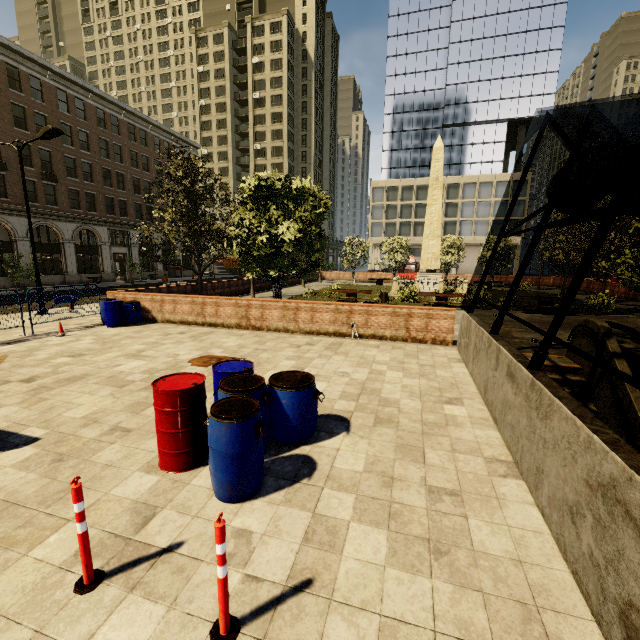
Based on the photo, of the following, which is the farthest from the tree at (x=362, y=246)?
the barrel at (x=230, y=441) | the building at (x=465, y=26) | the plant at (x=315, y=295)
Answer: the building at (x=465, y=26)

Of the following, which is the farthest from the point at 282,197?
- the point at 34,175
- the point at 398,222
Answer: the point at 398,222

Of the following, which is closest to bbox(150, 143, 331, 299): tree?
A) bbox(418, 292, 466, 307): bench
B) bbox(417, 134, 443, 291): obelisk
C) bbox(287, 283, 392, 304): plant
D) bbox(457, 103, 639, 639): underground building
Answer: bbox(287, 283, 392, 304): plant

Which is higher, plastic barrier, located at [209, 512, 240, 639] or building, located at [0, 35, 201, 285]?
building, located at [0, 35, 201, 285]

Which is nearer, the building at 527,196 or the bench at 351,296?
the bench at 351,296

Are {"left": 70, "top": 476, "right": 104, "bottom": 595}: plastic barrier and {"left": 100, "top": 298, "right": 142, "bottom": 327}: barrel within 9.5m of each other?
no

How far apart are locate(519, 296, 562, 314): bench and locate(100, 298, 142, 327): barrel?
19.0m

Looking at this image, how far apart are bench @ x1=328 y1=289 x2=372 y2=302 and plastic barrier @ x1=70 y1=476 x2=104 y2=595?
18.03m
